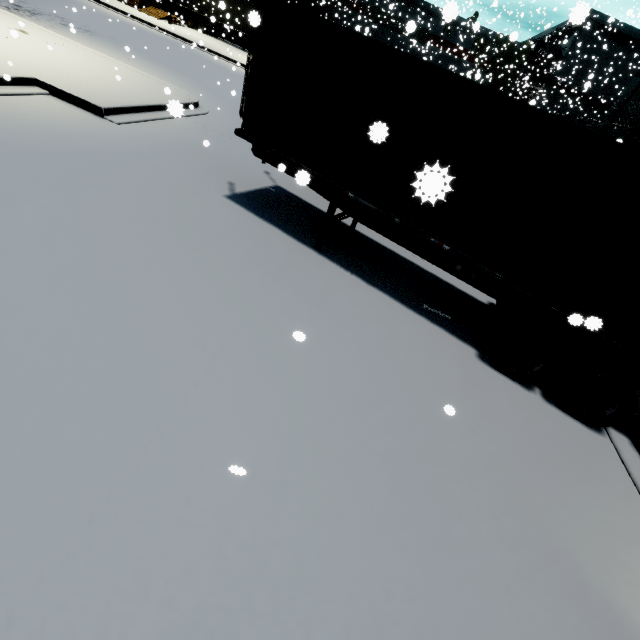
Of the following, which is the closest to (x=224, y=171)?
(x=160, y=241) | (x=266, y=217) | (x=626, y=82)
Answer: (x=266, y=217)

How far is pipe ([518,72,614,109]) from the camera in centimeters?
3965cm

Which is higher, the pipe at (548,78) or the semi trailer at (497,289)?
the pipe at (548,78)

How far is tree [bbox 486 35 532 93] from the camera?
39.7 meters

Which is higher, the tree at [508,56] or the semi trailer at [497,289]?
the tree at [508,56]

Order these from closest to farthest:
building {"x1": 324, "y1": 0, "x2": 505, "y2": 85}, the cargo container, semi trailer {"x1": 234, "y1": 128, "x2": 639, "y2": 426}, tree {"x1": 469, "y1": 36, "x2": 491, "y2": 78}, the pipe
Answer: the cargo container → semi trailer {"x1": 234, "y1": 128, "x2": 639, "y2": 426} → building {"x1": 324, "y1": 0, "x2": 505, "y2": 85} → tree {"x1": 469, "y1": 36, "x2": 491, "y2": 78} → the pipe

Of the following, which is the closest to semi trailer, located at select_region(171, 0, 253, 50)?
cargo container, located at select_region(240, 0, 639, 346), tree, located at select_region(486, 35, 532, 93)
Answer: cargo container, located at select_region(240, 0, 639, 346)

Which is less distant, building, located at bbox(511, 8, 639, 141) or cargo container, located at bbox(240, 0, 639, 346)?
cargo container, located at bbox(240, 0, 639, 346)
